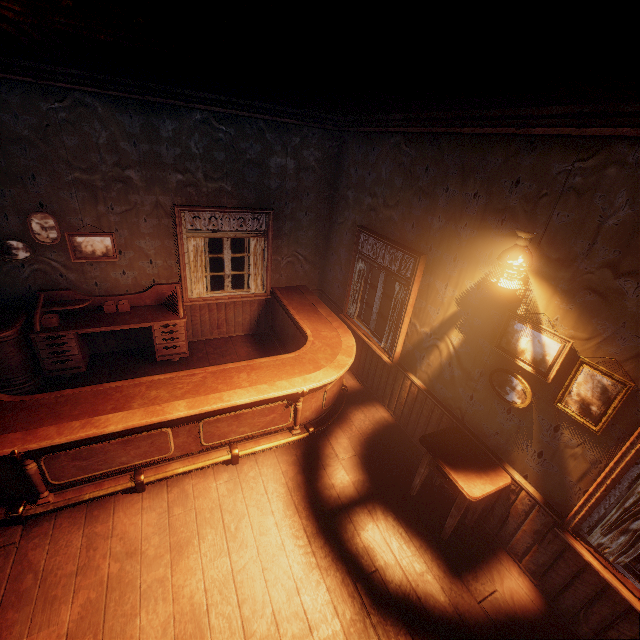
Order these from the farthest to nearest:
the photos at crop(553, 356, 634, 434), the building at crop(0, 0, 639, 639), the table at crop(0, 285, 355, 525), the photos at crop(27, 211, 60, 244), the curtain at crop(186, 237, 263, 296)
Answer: the curtain at crop(186, 237, 263, 296)
the photos at crop(27, 211, 60, 244)
the table at crop(0, 285, 355, 525)
the photos at crop(553, 356, 634, 434)
the building at crop(0, 0, 639, 639)

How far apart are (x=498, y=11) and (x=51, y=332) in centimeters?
553cm

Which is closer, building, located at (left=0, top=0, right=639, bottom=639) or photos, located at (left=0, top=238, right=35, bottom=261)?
building, located at (left=0, top=0, right=639, bottom=639)

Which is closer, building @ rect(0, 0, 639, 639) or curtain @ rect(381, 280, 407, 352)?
building @ rect(0, 0, 639, 639)

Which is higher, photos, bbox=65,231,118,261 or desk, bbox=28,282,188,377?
photos, bbox=65,231,118,261

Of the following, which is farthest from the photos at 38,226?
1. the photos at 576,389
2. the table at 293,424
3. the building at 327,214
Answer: the photos at 576,389

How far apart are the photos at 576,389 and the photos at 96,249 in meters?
5.8

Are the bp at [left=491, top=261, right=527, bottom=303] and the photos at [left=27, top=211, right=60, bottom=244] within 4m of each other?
no
